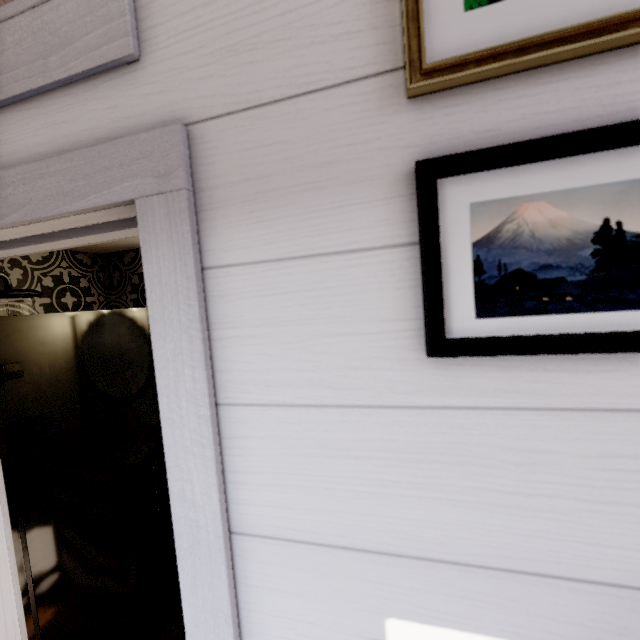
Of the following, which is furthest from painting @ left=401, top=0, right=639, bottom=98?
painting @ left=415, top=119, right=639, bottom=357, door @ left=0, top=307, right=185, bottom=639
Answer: door @ left=0, top=307, right=185, bottom=639

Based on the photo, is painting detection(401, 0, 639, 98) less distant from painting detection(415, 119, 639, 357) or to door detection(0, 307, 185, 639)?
painting detection(415, 119, 639, 357)

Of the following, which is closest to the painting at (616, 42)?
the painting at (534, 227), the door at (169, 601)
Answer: the painting at (534, 227)

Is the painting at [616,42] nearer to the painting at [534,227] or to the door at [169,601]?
the painting at [534,227]

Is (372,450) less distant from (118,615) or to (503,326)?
(503,326)

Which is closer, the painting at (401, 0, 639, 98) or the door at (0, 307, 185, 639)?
the painting at (401, 0, 639, 98)
